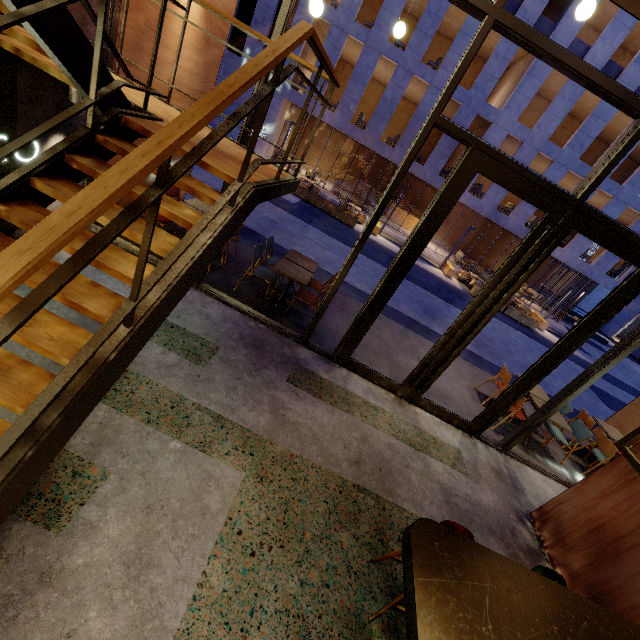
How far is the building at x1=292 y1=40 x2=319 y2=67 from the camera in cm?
1736

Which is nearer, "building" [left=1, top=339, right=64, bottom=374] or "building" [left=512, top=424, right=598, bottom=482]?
"building" [left=1, top=339, right=64, bottom=374]

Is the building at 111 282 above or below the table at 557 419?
below

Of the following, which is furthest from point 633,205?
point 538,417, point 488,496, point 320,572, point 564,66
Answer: point 320,572

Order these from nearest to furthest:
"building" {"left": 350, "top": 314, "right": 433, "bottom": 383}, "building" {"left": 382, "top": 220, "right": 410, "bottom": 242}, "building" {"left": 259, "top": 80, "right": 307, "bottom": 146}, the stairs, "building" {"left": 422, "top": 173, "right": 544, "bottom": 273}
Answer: the stairs < "building" {"left": 350, "top": 314, "right": 433, "bottom": 383} < "building" {"left": 259, "top": 80, "right": 307, "bottom": 146} < "building" {"left": 422, "top": 173, "right": 544, "bottom": 273} < "building" {"left": 382, "top": 220, "right": 410, "bottom": 242}

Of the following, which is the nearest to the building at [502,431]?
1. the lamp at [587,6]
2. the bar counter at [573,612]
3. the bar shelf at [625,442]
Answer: the lamp at [587,6]

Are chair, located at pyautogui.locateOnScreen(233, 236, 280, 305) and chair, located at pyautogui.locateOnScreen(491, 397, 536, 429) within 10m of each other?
yes

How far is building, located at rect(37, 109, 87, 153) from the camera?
3.9m
